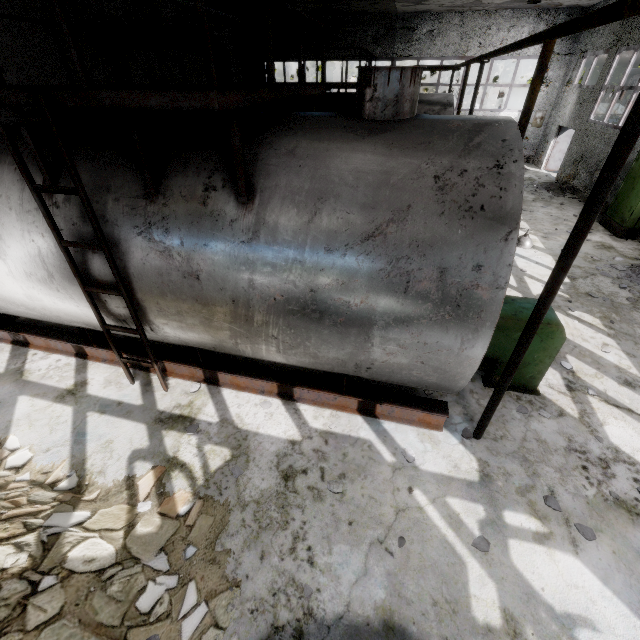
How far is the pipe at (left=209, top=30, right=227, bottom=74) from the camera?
10.02m

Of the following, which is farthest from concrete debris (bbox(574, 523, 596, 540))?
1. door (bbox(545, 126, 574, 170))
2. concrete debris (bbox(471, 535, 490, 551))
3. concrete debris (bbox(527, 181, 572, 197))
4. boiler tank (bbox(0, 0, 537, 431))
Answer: door (bbox(545, 126, 574, 170))

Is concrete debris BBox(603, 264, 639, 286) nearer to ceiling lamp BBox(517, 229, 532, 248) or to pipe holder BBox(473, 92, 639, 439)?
ceiling lamp BBox(517, 229, 532, 248)

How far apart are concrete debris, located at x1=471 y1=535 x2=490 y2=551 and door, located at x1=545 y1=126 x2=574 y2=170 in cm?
2111

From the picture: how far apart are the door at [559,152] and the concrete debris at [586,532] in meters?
20.4

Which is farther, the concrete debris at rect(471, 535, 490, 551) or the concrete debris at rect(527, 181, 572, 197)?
the concrete debris at rect(527, 181, 572, 197)

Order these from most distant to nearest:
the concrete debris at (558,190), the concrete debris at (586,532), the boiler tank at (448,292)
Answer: the concrete debris at (558,190) < the concrete debris at (586,532) < the boiler tank at (448,292)

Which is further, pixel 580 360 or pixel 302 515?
pixel 580 360
